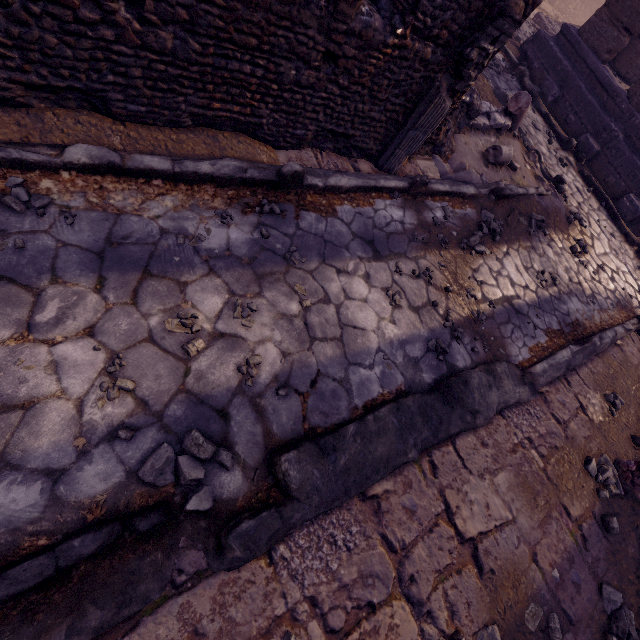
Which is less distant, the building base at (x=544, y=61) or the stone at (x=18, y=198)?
the stone at (x=18, y=198)

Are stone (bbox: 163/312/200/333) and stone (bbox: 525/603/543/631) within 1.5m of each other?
no

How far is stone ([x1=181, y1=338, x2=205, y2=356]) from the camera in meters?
2.1

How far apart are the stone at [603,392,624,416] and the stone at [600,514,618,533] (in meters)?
1.44

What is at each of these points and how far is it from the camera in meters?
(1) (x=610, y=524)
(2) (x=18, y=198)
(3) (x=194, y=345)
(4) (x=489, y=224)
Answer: (1) stone, 3.0 m
(2) stone, 2.0 m
(3) stone, 2.1 m
(4) stone, 4.5 m

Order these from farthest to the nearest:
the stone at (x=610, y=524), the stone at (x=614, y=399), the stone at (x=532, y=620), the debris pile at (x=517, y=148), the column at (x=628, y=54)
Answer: the column at (x=628, y=54), the debris pile at (x=517, y=148), the stone at (x=614, y=399), the stone at (x=610, y=524), the stone at (x=532, y=620)

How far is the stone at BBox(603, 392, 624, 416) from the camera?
3.90m

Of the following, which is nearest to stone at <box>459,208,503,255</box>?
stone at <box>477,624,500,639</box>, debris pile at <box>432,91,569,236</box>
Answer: debris pile at <box>432,91,569,236</box>
